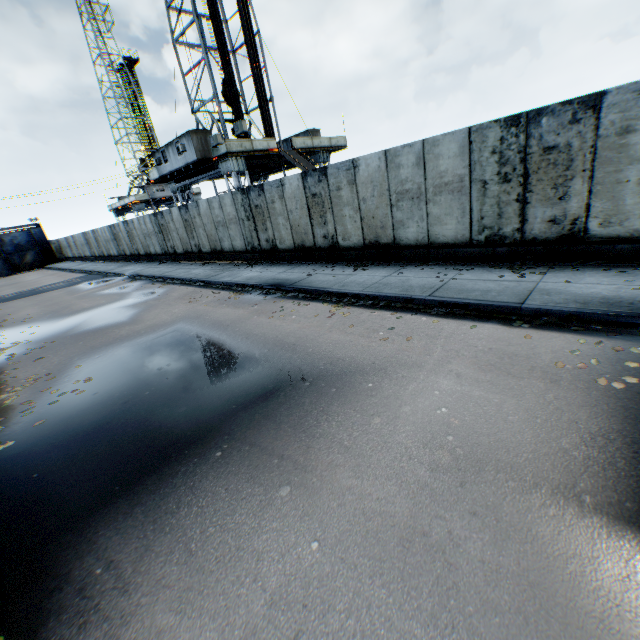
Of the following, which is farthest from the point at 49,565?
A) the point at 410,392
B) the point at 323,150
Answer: the point at 323,150
